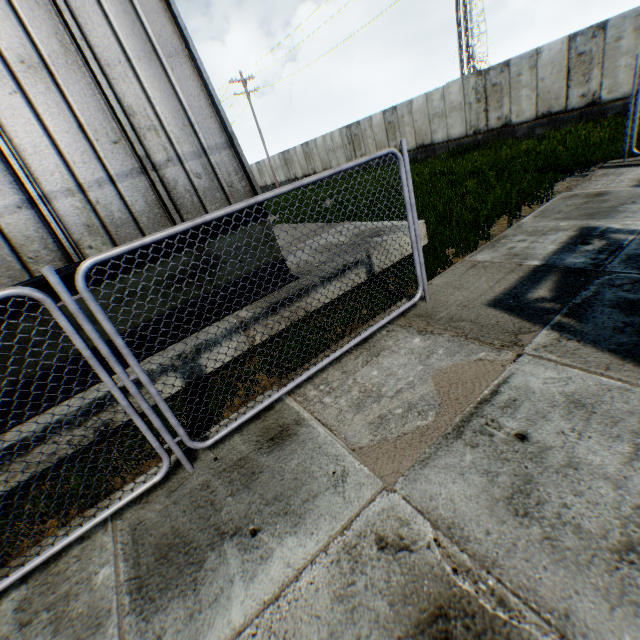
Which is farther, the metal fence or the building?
the building

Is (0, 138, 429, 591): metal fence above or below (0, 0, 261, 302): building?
below

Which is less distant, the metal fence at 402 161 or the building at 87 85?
the metal fence at 402 161

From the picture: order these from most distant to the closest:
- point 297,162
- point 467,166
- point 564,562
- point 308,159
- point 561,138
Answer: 1. point 297,162
2. point 308,159
3. point 467,166
4. point 561,138
5. point 564,562

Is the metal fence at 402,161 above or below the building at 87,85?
below
